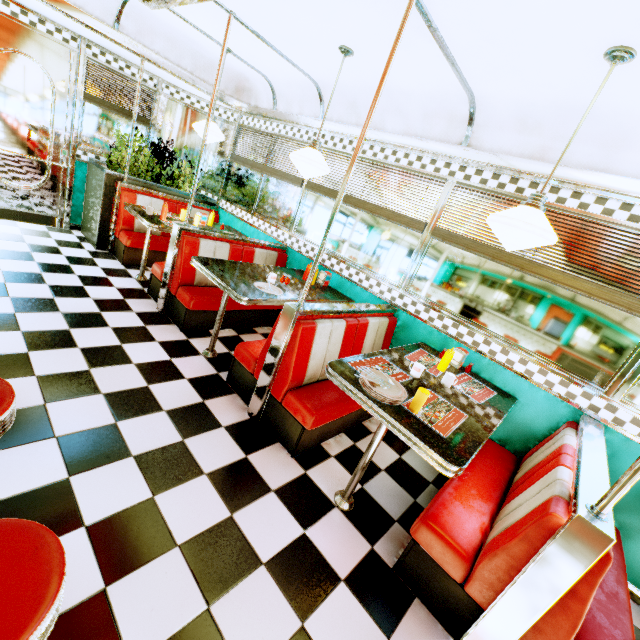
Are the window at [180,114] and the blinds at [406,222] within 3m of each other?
yes

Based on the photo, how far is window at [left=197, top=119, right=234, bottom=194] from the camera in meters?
5.7 m

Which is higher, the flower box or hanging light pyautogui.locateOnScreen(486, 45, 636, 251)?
hanging light pyautogui.locateOnScreen(486, 45, 636, 251)

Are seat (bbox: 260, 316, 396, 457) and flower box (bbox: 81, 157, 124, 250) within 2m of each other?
no

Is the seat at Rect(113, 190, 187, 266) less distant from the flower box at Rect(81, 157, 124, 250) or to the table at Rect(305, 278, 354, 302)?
the flower box at Rect(81, 157, 124, 250)

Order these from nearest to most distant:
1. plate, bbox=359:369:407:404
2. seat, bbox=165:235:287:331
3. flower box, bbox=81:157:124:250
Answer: plate, bbox=359:369:407:404, seat, bbox=165:235:287:331, flower box, bbox=81:157:124:250

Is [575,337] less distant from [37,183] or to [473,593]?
[473,593]

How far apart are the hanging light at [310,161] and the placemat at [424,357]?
1.94m
